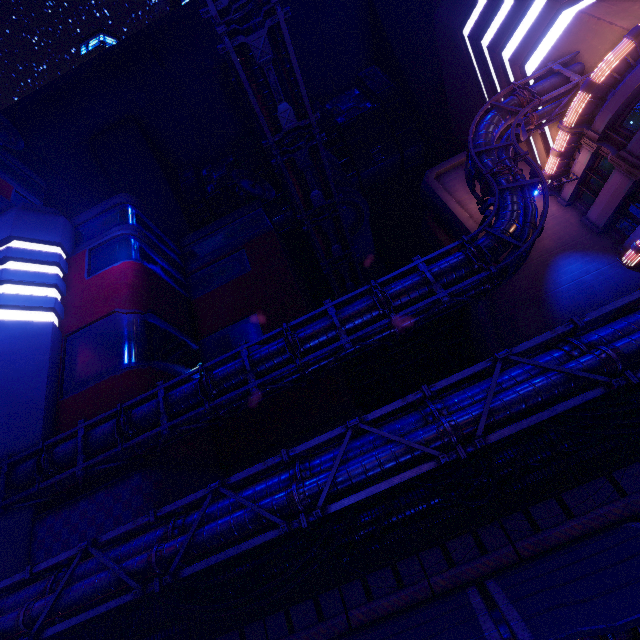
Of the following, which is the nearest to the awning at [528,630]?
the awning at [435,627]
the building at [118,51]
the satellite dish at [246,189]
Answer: the awning at [435,627]

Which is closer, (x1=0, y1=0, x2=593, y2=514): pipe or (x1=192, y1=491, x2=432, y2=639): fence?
(x1=192, y1=491, x2=432, y2=639): fence

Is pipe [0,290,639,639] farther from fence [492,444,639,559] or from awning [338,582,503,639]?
awning [338,582,503,639]

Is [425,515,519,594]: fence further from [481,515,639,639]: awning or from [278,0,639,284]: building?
[278,0,639,284]: building

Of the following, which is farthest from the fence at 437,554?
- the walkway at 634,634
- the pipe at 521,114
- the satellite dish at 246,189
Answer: the satellite dish at 246,189

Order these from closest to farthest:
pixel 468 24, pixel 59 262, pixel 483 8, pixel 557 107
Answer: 1. pixel 557 107
2. pixel 483 8
3. pixel 468 24
4. pixel 59 262

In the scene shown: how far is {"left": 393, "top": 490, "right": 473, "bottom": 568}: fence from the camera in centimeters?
935cm

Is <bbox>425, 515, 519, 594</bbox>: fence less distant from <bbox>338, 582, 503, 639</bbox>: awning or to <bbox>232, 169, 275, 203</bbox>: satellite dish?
<bbox>338, 582, 503, 639</bbox>: awning
